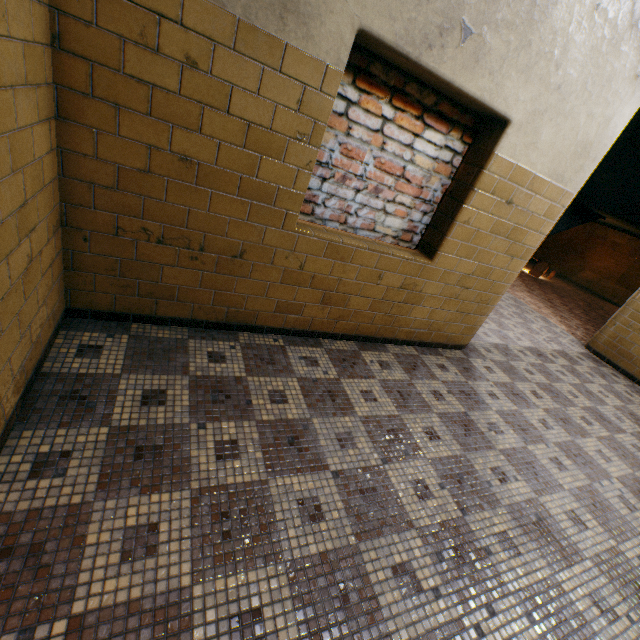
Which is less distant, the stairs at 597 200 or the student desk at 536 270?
the stairs at 597 200

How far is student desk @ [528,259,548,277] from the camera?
11.1m

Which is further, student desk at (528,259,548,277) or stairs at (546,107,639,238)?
student desk at (528,259,548,277)

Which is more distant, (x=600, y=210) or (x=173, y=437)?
(x=600, y=210)

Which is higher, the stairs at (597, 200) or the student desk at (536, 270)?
the stairs at (597, 200)

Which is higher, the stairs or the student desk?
the stairs
